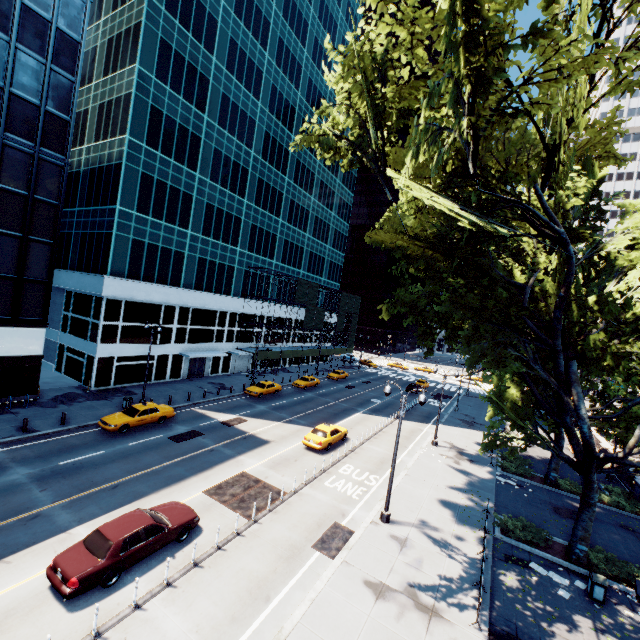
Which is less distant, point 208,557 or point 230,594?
point 230,594

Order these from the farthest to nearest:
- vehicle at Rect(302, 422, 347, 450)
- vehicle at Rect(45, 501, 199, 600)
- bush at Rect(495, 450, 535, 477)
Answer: bush at Rect(495, 450, 535, 477), vehicle at Rect(302, 422, 347, 450), vehicle at Rect(45, 501, 199, 600)

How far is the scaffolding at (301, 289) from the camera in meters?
46.1 m

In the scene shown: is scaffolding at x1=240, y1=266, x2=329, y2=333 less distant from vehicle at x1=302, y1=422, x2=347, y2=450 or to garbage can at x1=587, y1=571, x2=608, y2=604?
vehicle at x1=302, y1=422, x2=347, y2=450

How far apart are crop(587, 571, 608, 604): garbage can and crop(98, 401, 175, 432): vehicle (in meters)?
27.33

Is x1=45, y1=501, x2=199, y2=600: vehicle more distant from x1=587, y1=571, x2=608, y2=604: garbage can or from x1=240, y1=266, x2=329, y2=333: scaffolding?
x1=240, y1=266, x2=329, y2=333: scaffolding

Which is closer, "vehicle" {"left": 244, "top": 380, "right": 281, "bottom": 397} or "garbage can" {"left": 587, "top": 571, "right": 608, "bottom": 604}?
"garbage can" {"left": 587, "top": 571, "right": 608, "bottom": 604}

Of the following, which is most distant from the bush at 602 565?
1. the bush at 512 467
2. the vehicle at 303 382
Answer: the vehicle at 303 382
